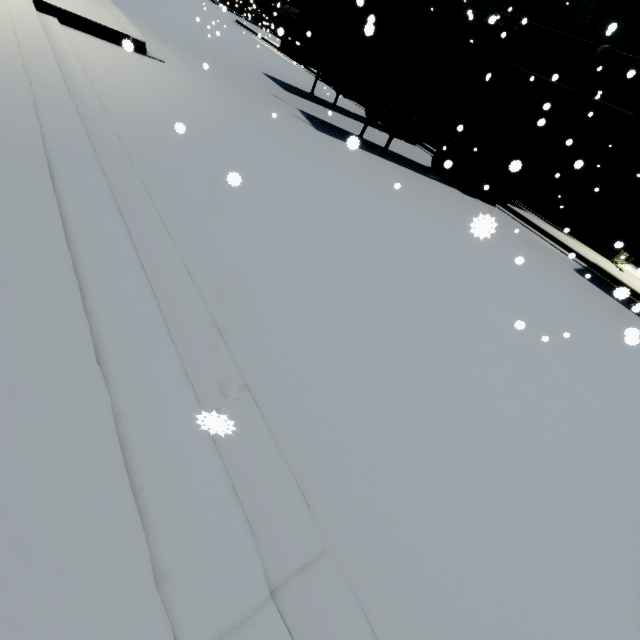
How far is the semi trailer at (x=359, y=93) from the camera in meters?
9.6 m

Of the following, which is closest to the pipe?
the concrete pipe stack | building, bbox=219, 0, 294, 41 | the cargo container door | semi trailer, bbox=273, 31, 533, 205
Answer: building, bbox=219, 0, 294, 41

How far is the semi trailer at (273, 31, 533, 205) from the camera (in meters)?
9.65

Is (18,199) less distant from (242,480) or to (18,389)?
(18,389)

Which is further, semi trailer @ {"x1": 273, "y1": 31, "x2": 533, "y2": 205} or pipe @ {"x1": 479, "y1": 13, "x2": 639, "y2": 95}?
pipe @ {"x1": 479, "y1": 13, "x2": 639, "y2": 95}

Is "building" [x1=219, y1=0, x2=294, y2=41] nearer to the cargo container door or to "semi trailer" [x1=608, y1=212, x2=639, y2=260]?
"semi trailer" [x1=608, y1=212, x2=639, y2=260]

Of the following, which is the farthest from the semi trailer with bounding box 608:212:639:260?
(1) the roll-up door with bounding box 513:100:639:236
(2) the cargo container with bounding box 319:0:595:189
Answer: (1) the roll-up door with bounding box 513:100:639:236

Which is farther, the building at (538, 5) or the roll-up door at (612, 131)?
the roll-up door at (612, 131)
